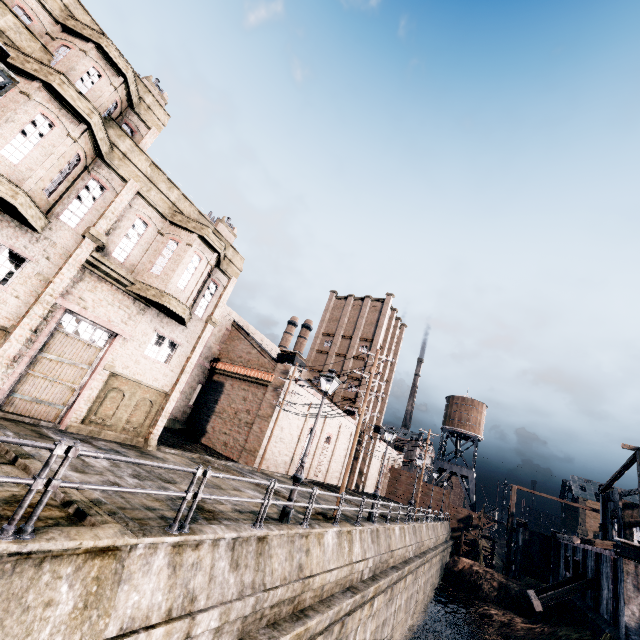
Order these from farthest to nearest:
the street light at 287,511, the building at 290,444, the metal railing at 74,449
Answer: the building at 290,444, the street light at 287,511, the metal railing at 74,449

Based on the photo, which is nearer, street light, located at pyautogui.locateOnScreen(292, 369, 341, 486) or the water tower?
street light, located at pyautogui.locateOnScreen(292, 369, 341, 486)

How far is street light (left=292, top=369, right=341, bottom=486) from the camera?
11.92m

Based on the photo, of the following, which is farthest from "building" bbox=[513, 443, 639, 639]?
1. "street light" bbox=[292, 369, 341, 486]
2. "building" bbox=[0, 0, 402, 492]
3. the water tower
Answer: "street light" bbox=[292, 369, 341, 486]

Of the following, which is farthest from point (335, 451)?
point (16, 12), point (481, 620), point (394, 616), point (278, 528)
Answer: point (16, 12)

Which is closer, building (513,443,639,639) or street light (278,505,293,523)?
street light (278,505,293,523)

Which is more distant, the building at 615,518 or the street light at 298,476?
the building at 615,518

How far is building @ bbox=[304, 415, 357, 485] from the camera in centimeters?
3478cm
